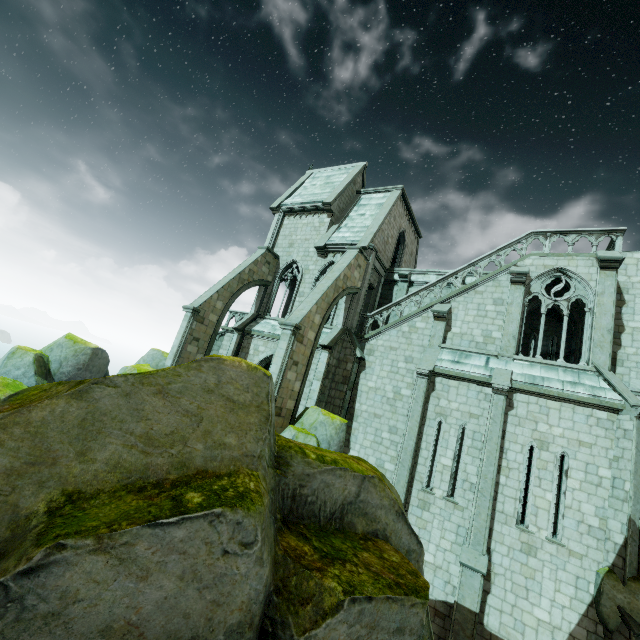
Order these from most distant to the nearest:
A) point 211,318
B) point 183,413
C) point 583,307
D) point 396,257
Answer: point 396,257, point 211,318, point 583,307, point 183,413

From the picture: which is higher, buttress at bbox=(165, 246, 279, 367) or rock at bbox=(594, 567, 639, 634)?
buttress at bbox=(165, 246, 279, 367)

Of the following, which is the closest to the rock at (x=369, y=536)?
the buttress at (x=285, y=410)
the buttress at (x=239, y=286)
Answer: the buttress at (x=285, y=410)

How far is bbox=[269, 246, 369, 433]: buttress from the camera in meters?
13.8 m

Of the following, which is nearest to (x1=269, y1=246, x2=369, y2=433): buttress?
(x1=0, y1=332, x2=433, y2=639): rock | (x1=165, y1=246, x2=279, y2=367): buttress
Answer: (x1=0, y1=332, x2=433, y2=639): rock

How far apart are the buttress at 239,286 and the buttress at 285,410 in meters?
5.9 m

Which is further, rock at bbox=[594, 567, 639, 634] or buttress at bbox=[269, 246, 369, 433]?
buttress at bbox=[269, 246, 369, 433]

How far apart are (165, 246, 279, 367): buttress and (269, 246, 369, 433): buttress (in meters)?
5.90
